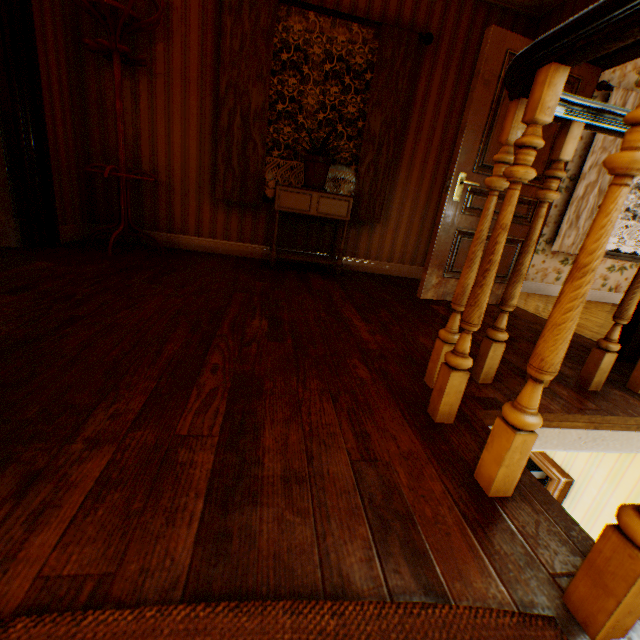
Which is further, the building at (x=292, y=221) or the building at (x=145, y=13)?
the building at (x=292, y=221)

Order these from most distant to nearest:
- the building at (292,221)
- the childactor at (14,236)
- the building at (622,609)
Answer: the building at (292,221) < the childactor at (14,236) < the building at (622,609)

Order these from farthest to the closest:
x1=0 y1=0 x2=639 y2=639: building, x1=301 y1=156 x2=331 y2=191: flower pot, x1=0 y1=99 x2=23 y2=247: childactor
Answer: x1=301 y1=156 x2=331 y2=191: flower pot, x1=0 y1=99 x2=23 y2=247: childactor, x1=0 y1=0 x2=639 y2=639: building

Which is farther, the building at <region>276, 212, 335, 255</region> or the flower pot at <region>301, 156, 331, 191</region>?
the building at <region>276, 212, 335, 255</region>

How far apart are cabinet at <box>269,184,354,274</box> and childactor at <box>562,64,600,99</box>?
0.84m

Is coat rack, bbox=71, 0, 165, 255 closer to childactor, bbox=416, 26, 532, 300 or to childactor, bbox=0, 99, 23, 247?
childactor, bbox=0, 99, 23, 247

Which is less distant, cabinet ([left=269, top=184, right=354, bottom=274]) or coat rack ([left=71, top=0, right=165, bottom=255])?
coat rack ([left=71, top=0, right=165, bottom=255])

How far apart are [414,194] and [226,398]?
3.66m
